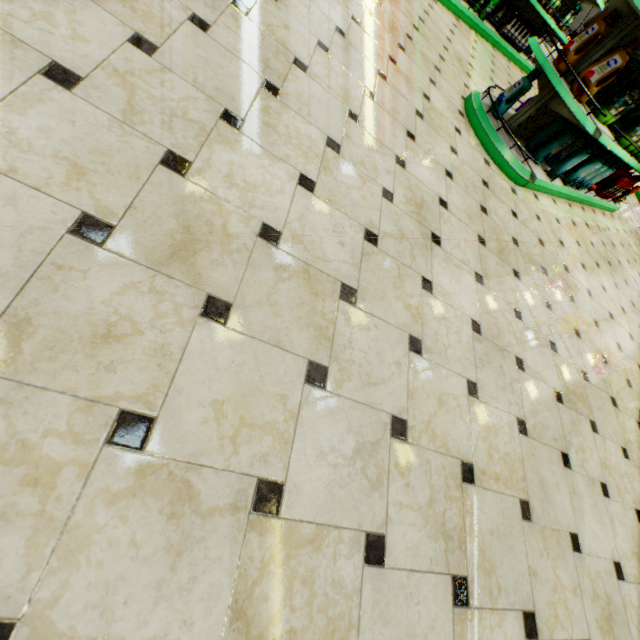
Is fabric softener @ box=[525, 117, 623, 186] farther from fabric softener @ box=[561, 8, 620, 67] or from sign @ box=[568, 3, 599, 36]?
sign @ box=[568, 3, 599, 36]

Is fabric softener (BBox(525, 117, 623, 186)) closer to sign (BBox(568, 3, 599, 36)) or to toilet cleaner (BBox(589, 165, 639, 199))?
toilet cleaner (BBox(589, 165, 639, 199))

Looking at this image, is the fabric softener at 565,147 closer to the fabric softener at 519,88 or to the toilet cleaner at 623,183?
the fabric softener at 519,88

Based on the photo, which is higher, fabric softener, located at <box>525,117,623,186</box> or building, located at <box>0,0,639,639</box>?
fabric softener, located at <box>525,117,623,186</box>

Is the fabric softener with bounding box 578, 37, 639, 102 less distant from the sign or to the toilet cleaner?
the toilet cleaner

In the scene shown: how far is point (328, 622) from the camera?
0.9 meters

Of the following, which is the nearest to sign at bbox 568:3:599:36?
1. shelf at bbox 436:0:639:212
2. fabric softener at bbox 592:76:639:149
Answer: shelf at bbox 436:0:639:212

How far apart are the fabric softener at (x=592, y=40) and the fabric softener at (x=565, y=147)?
0.57m
